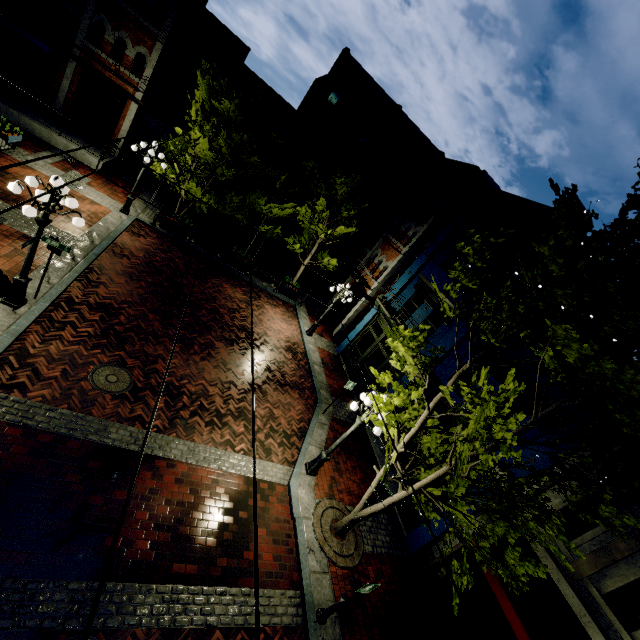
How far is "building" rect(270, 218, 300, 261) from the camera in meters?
26.2 m

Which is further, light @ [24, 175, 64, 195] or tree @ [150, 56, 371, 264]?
tree @ [150, 56, 371, 264]

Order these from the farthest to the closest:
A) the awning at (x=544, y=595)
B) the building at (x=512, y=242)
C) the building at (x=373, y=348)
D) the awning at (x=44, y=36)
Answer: the building at (x=373, y=348) < the awning at (x=44, y=36) < the building at (x=512, y=242) < the awning at (x=544, y=595)

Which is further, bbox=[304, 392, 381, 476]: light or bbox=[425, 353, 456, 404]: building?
bbox=[425, 353, 456, 404]: building

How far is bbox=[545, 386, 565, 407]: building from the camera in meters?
9.0

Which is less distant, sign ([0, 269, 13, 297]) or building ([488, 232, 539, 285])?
sign ([0, 269, 13, 297])

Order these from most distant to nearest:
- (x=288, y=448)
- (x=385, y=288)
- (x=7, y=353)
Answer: (x=385, y=288), (x=288, y=448), (x=7, y=353)

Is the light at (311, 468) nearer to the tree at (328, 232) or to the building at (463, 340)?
the tree at (328, 232)
